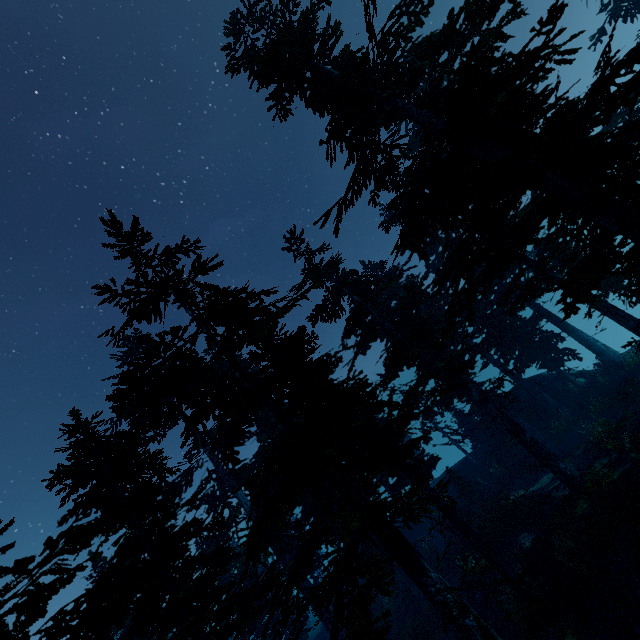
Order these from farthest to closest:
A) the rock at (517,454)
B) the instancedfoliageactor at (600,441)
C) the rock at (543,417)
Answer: the rock at (543,417)
the rock at (517,454)
the instancedfoliageactor at (600,441)

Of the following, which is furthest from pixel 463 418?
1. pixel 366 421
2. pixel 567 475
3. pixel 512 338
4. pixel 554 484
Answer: pixel 366 421

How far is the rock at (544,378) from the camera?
25.4 meters

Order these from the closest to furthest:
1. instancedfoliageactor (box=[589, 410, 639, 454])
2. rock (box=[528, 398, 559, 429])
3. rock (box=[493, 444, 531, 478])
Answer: instancedfoliageactor (box=[589, 410, 639, 454]), rock (box=[493, 444, 531, 478]), rock (box=[528, 398, 559, 429])

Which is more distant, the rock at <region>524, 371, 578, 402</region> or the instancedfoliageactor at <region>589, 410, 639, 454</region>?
the rock at <region>524, 371, 578, 402</region>

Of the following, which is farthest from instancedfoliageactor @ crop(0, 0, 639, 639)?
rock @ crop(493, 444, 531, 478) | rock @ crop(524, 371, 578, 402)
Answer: rock @ crop(493, 444, 531, 478)

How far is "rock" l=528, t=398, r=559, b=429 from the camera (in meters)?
25.22
